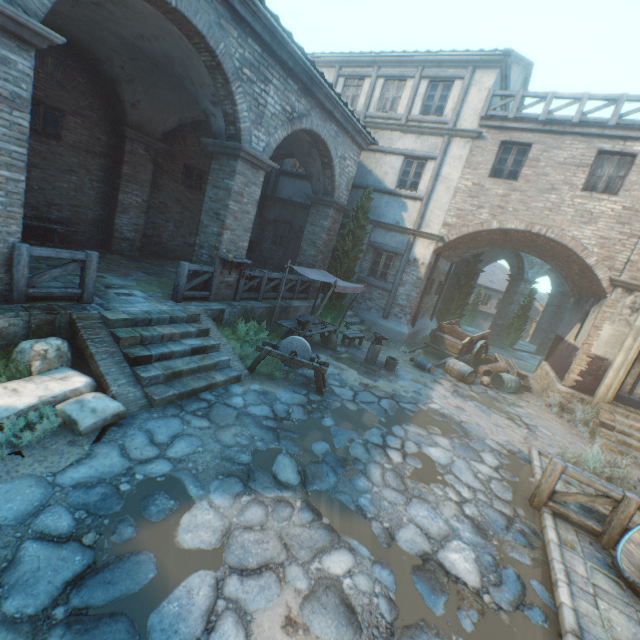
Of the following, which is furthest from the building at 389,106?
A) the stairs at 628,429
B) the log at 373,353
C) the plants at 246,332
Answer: the log at 373,353

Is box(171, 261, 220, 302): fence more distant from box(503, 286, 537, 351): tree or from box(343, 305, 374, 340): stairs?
box(343, 305, 374, 340): stairs

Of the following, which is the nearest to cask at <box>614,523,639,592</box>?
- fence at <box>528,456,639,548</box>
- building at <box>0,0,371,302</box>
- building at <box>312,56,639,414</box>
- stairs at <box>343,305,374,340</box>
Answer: fence at <box>528,456,639,548</box>

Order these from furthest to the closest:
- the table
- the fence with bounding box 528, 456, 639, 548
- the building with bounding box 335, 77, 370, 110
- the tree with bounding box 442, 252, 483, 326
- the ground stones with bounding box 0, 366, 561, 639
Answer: the tree with bounding box 442, 252, 483, 326 < the building with bounding box 335, 77, 370, 110 < the table < the fence with bounding box 528, 456, 639, 548 < the ground stones with bounding box 0, 366, 561, 639

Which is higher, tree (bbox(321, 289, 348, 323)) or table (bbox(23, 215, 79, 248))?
table (bbox(23, 215, 79, 248))

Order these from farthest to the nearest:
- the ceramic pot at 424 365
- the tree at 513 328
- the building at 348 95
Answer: the tree at 513 328, the building at 348 95, the ceramic pot at 424 365

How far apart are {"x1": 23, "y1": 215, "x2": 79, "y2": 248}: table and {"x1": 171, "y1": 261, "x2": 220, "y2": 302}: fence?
4.0m

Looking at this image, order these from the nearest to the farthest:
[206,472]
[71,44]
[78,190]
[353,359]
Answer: [206,472] → [71,44] → [78,190] → [353,359]
